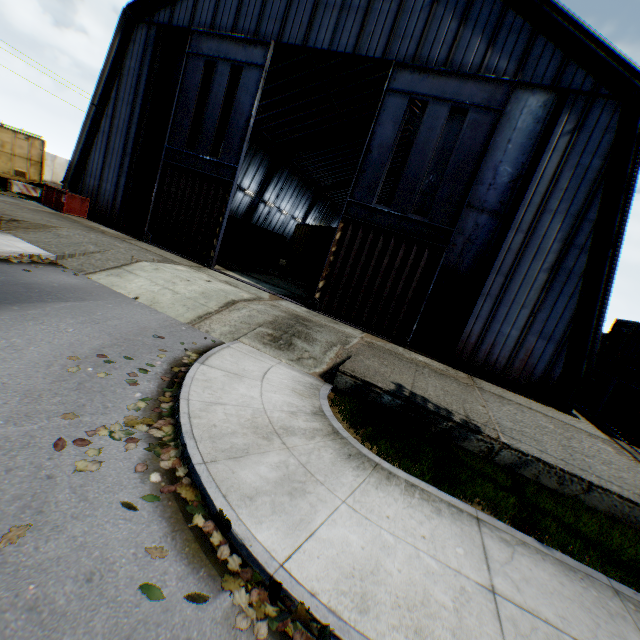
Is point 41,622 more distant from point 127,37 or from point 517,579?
point 127,37

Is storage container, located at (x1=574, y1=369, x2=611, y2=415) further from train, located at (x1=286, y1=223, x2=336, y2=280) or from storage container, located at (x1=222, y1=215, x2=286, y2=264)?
storage container, located at (x1=222, y1=215, x2=286, y2=264)

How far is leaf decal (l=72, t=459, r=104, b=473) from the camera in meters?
3.7 m

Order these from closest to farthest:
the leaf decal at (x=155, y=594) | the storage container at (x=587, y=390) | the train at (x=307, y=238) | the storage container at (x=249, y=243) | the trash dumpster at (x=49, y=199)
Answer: the leaf decal at (x=155, y=594) → the storage container at (x=587, y=390) → the trash dumpster at (x=49, y=199) → the train at (x=307, y=238) → the storage container at (x=249, y=243)

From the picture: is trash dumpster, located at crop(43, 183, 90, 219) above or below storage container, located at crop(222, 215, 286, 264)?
below

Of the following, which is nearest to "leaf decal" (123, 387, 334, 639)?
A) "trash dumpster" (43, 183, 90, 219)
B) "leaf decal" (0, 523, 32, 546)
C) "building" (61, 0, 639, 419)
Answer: "leaf decal" (0, 523, 32, 546)

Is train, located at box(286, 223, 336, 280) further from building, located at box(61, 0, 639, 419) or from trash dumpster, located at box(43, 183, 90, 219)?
trash dumpster, located at box(43, 183, 90, 219)

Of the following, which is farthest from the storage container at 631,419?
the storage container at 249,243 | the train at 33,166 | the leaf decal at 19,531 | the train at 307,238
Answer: the train at 33,166
